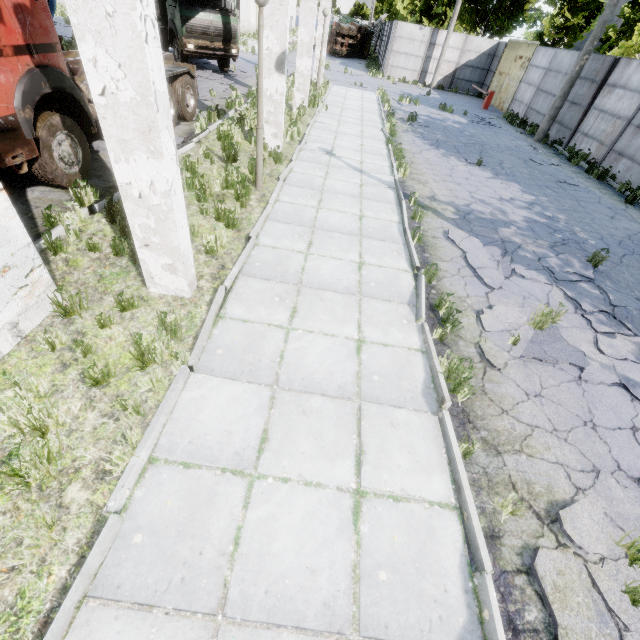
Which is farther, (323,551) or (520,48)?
(520,48)

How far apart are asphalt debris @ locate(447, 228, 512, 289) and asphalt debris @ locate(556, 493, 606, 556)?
3.27m

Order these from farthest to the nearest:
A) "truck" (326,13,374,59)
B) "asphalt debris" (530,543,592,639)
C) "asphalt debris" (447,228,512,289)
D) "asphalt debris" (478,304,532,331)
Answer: "truck" (326,13,374,59) → "asphalt debris" (447,228,512,289) → "asphalt debris" (478,304,532,331) → "asphalt debris" (530,543,592,639)

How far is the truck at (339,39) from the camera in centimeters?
3419cm

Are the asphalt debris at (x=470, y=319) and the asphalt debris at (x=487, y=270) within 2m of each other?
yes

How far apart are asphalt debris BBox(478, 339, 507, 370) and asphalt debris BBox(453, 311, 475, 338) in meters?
0.2 m

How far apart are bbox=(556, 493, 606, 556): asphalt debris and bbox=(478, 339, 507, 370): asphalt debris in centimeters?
148cm

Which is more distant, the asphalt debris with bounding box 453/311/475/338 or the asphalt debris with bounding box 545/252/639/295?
the asphalt debris with bounding box 545/252/639/295
